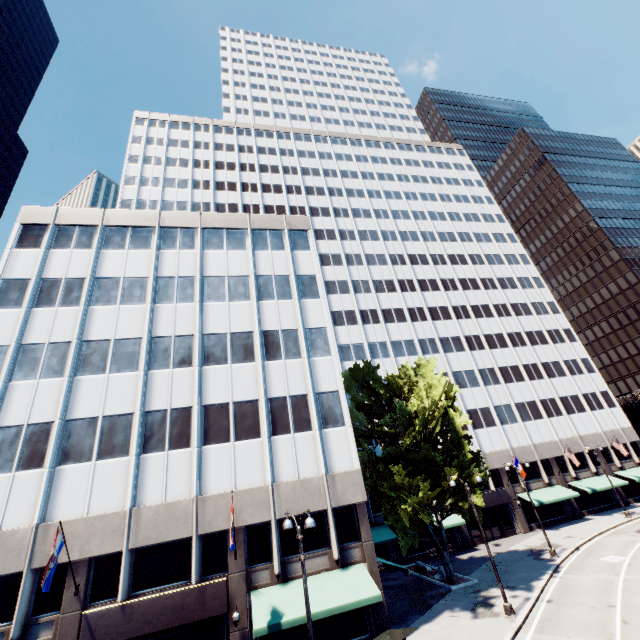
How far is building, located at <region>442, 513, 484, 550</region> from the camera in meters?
34.3

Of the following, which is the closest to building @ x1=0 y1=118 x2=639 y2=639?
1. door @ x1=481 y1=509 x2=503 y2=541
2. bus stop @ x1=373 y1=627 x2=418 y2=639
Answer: door @ x1=481 y1=509 x2=503 y2=541

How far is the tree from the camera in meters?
23.5

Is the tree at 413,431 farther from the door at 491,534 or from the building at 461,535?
the door at 491,534

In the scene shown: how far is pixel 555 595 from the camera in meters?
20.4 m

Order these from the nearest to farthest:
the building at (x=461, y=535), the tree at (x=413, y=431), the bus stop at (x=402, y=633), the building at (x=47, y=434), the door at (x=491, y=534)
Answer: the bus stop at (x=402, y=633) → the building at (x=47, y=434) → the tree at (x=413, y=431) → the building at (x=461, y=535) → the door at (x=491, y=534)

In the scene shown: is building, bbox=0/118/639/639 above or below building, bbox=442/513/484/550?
above

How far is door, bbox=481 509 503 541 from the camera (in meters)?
36.88
